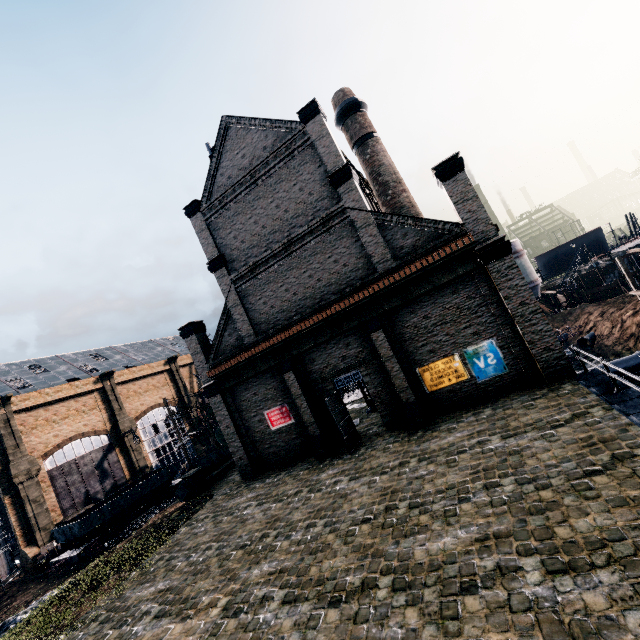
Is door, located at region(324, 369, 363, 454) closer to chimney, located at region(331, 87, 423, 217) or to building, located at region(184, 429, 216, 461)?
building, located at region(184, 429, 216, 461)

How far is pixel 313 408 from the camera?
19.33m

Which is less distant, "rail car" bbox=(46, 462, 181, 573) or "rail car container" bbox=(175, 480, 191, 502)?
"rail car container" bbox=(175, 480, 191, 502)

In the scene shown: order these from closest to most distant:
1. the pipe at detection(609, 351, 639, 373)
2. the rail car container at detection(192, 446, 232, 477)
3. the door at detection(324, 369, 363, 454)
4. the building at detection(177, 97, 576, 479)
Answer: the building at detection(177, 97, 576, 479) < the door at detection(324, 369, 363, 454) < the rail car container at detection(192, 446, 232, 477) < the pipe at detection(609, 351, 639, 373)

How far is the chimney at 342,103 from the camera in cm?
2384

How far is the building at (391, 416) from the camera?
15.4 meters

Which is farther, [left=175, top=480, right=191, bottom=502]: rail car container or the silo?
the silo

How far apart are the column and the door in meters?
12.6 m
